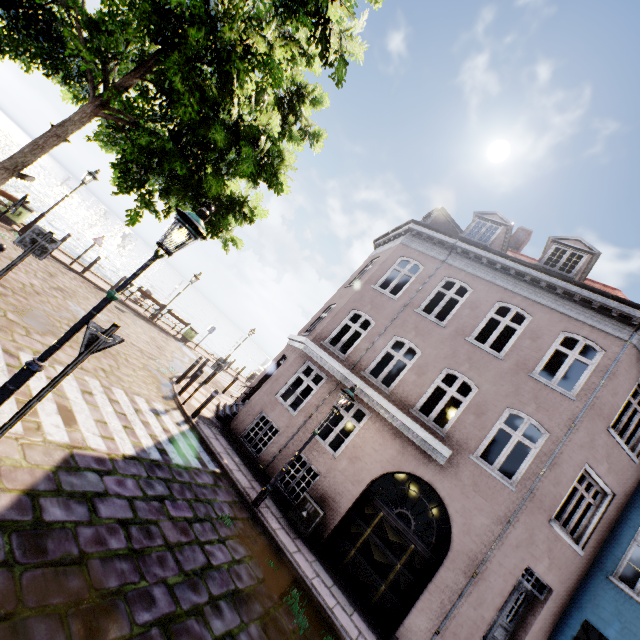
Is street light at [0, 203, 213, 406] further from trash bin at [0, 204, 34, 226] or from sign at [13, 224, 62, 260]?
trash bin at [0, 204, 34, 226]

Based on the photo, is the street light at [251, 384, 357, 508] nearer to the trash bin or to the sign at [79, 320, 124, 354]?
the sign at [79, 320, 124, 354]

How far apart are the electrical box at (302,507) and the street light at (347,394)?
1.5m

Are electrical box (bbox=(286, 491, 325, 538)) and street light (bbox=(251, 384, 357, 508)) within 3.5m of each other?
yes

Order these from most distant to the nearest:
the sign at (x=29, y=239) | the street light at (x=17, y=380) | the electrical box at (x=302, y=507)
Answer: the electrical box at (x=302, y=507) → the sign at (x=29, y=239) → the street light at (x=17, y=380)

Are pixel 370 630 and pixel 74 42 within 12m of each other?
no

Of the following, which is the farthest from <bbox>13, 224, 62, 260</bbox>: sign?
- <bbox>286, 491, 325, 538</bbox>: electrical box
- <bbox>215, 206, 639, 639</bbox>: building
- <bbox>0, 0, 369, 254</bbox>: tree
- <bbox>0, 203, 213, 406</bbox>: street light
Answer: <bbox>286, 491, 325, 538</bbox>: electrical box

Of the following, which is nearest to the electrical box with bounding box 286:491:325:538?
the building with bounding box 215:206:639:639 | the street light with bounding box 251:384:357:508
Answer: the building with bounding box 215:206:639:639
